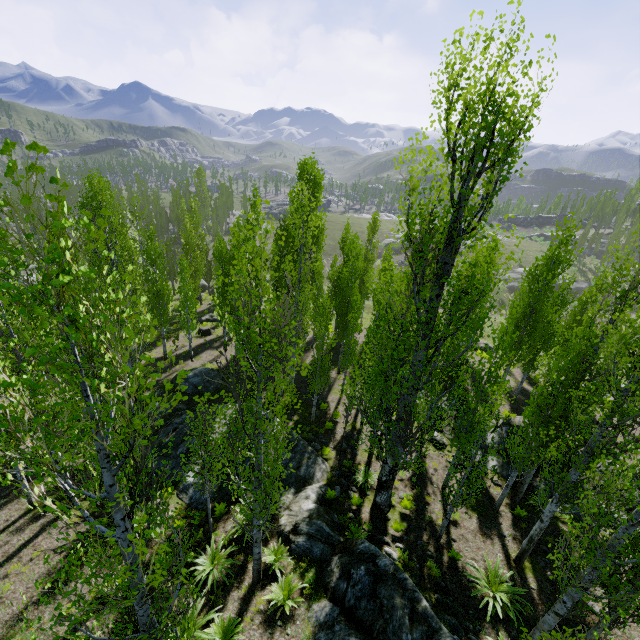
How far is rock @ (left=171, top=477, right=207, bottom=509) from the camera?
12.5 meters

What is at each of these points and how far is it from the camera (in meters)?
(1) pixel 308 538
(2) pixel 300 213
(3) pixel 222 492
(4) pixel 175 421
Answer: (1) rock, 10.76
(2) instancedfoliageactor, 14.80
(3) rock, 12.92
(4) rock, 16.17

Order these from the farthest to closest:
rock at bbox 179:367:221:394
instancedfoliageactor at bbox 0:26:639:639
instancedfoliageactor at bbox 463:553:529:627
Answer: rock at bbox 179:367:221:394 < instancedfoliageactor at bbox 463:553:529:627 < instancedfoliageactor at bbox 0:26:639:639

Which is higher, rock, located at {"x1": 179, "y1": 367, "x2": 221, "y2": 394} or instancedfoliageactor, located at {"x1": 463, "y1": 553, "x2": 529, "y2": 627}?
instancedfoliageactor, located at {"x1": 463, "y1": 553, "x2": 529, "y2": 627}

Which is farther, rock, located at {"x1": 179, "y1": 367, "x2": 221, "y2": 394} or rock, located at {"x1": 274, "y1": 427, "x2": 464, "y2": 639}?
rock, located at {"x1": 179, "y1": 367, "x2": 221, "y2": 394}

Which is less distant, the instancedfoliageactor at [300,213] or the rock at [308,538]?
A: the instancedfoliageactor at [300,213]

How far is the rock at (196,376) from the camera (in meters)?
20.80
